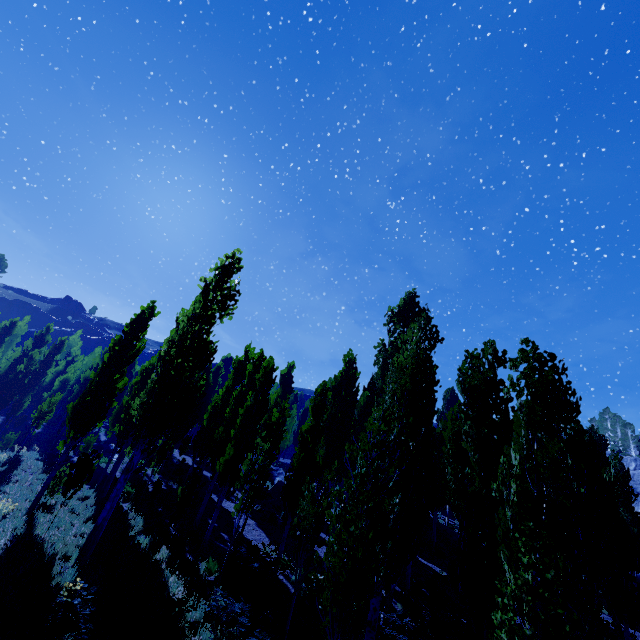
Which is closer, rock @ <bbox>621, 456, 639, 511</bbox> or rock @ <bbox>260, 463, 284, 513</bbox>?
rock @ <bbox>260, 463, 284, 513</bbox>

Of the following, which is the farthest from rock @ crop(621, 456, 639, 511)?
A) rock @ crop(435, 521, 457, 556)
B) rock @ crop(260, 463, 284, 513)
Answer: rock @ crop(260, 463, 284, 513)

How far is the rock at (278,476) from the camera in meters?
21.5 m

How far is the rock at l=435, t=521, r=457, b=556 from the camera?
24.3m

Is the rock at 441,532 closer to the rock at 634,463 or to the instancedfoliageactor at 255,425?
the instancedfoliageactor at 255,425

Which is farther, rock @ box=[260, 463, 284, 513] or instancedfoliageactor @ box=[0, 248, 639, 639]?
rock @ box=[260, 463, 284, 513]

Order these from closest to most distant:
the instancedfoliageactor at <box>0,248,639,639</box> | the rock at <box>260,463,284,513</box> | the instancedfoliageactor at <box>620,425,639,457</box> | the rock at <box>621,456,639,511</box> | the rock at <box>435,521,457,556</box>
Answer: the instancedfoliageactor at <box>0,248,639,639</box>
the rock at <box>260,463,284,513</box>
the rock at <box>435,521,457,556</box>
the rock at <box>621,456,639,511</box>
the instancedfoliageactor at <box>620,425,639,457</box>

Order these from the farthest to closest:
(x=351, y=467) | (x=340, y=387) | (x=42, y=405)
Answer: (x=42, y=405) < (x=351, y=467) < (x=340, y=387)
